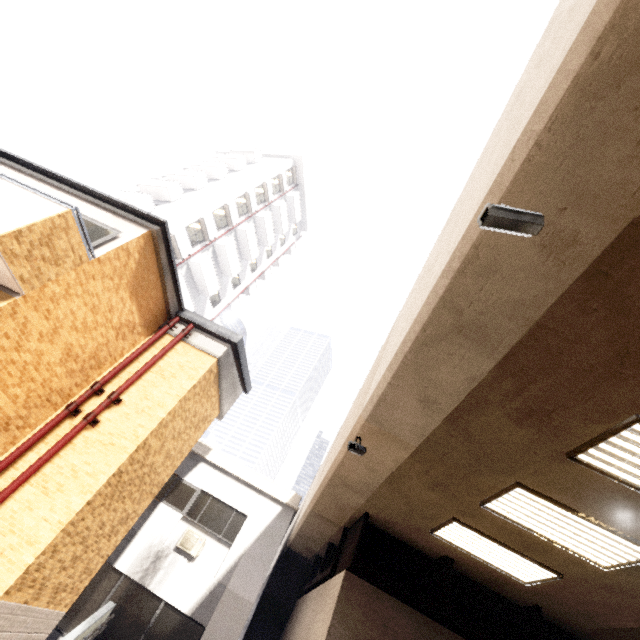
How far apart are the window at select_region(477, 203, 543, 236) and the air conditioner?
12.76m

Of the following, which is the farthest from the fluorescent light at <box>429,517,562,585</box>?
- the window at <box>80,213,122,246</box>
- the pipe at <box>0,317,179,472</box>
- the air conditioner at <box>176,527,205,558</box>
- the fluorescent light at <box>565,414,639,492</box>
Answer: the window at <box>80,213,122,246</box>

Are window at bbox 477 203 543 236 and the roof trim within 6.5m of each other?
no

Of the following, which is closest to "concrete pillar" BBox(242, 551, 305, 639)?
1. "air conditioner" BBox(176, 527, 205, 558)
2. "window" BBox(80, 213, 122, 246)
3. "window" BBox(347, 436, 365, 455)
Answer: "air conditioner" BBox(176, 527, 205, 558)

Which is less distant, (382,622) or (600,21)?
(600,21)

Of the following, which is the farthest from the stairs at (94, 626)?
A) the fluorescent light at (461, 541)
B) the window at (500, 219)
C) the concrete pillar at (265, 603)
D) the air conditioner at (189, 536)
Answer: the window at (500, 219)

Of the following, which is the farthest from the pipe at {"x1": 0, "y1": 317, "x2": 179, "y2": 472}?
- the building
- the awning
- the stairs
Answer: the building

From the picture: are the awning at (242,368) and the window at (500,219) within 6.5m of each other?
no
